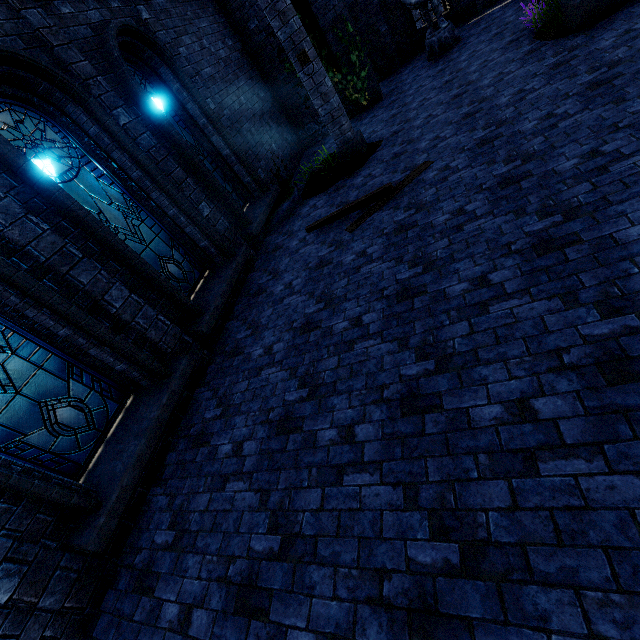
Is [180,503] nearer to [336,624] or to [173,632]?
[173,632]

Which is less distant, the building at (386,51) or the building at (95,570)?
the building at (95,570)

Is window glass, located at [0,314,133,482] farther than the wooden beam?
No

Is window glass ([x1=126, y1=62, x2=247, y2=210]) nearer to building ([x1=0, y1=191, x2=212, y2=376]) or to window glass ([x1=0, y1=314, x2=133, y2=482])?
building ([x1=0, y1=191, x2=212, y2=376])

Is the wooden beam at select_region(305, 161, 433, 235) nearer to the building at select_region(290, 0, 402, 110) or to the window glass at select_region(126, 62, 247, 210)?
the building at select_region(290, 0, 402, 110)

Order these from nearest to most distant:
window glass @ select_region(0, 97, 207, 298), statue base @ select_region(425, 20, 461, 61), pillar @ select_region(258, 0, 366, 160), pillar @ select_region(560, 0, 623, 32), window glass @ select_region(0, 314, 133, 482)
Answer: window glass @ select_region(0, 314, 133, 482)
window glass @ select_region(0, 97, 207, 298)
pillar @ select_region(560, 0, 623, 32)
pillar @ select_region(258, 0, 366, 160)
statue base @ select_region(425, 20, 461, 61)

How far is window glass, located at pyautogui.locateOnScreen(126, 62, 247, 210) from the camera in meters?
6.9

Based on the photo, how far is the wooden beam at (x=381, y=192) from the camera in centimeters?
582cm
